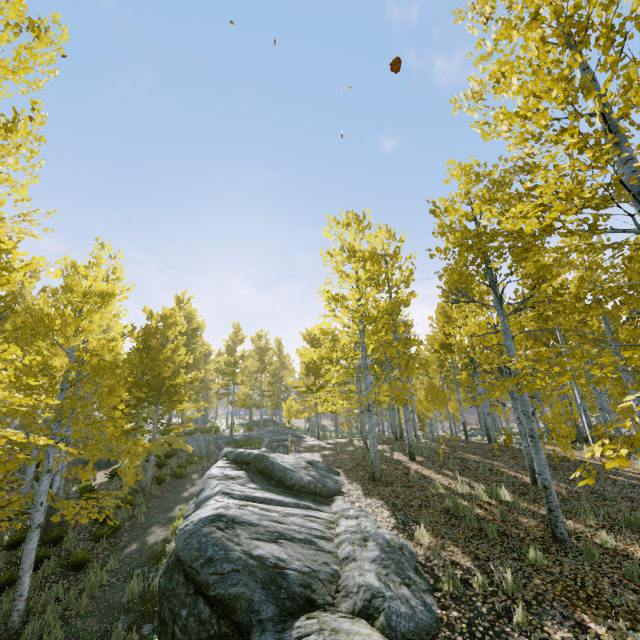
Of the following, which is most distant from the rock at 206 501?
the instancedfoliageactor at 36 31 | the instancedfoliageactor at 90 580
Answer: the instancedfoliageactor at 90 580

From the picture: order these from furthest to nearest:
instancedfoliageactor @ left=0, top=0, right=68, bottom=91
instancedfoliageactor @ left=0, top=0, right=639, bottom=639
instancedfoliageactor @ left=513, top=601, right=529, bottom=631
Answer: instancedfoliageactor @ left=0, top=0, right=68, bottom=91
instancedfoliageactor @ left=513, top=601, right=529, bottom=631
instancedfoliageactor @ left=0, top=0, right=639, bottom=639

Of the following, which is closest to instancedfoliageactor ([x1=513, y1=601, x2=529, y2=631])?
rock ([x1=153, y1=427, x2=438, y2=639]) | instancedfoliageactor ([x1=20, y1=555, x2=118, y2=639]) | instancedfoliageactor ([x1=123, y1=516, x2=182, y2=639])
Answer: rock ([x1=153, y1=427, x2=438, y2=639])

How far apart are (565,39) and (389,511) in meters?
9.3 m

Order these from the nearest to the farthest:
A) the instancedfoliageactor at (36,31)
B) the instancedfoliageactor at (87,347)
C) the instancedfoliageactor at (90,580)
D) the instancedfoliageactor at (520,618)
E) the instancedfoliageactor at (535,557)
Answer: the instancedfoliageactor at (87,347) → the instancedfoliageactor at (520,618) → the instancedfoliageactor at (36,31) → the instancedfoliageactor at (535,557) → the instancedfoliageactor at (90,580)

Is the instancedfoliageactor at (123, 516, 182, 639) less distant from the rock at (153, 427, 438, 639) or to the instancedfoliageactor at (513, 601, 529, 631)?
the rock at (153, 427, 438, 639)

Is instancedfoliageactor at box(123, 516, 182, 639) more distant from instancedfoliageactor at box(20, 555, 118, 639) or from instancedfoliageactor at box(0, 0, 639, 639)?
instancedfoliageactor at box(0, 0, 639, 639)
